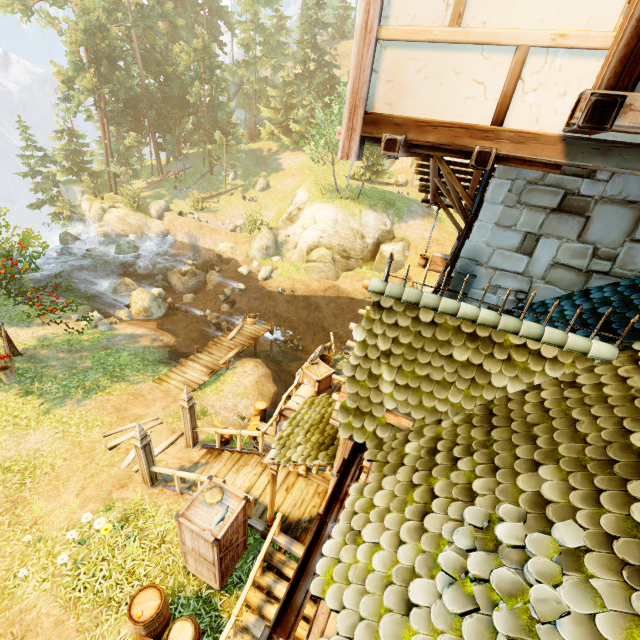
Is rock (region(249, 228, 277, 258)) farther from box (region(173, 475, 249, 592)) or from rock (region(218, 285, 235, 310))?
box (region(173, 475, 249, 592))

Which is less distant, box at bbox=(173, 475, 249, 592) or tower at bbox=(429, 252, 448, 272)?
box at bbox=(173, 475, 249, 592)

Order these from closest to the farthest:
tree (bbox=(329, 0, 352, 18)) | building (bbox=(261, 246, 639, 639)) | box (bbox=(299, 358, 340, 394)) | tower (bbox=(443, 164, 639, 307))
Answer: building (bbox=(261, 246, 639, 639)) < tower (bbox=(443, 164, 639, 307)) < box (bbox=(299, 358, 340, 394)) < tree (bbox=(329, 0, 352, 18))

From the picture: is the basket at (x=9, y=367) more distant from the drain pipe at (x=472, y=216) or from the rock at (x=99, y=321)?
the drain pipe at (x=472, y=216)

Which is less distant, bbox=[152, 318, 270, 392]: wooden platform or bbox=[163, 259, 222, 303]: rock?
bbox=[152, 318, 270, 392]: wooden platform

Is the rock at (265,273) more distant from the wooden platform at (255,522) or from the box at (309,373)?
the box at (309,373)

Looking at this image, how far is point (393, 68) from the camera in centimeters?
338cm

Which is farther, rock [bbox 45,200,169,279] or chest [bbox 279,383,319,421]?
rock [bbox 45,200,169,279]
